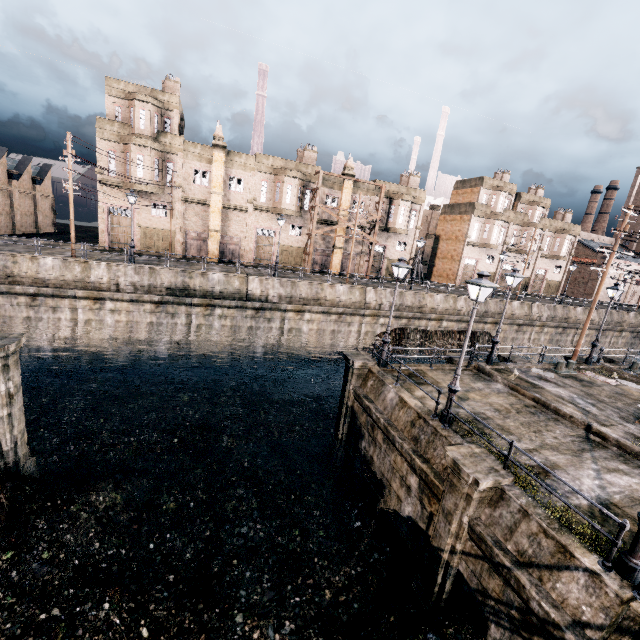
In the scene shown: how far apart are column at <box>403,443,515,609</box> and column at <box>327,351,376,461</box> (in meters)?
6.94

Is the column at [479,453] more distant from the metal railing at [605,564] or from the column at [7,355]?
the column at [7,355]

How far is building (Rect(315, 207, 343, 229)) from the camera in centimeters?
4016cm

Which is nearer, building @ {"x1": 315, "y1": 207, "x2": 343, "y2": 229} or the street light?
the street light

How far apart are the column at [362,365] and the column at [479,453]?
6.9m

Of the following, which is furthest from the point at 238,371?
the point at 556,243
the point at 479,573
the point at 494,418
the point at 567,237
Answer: the point at 567,237

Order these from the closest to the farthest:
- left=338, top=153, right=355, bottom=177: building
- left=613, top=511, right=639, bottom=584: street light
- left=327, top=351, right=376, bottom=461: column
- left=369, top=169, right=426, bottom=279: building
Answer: left=613, top=511, right=639, bottom=584: street light
left=327, top=351, right=376, bottom=461: column
left=338, top=153, right=355, bottom=177: building
left=369, top=169, right=426, bottom=279: building
